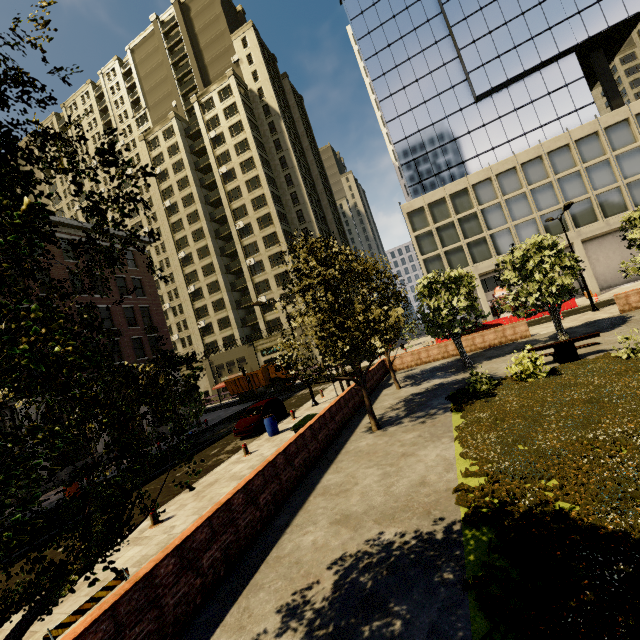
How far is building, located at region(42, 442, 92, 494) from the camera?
21.1m

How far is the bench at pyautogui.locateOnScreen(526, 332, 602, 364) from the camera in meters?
13.1 m

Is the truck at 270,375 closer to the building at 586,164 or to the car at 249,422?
the car at 249,422

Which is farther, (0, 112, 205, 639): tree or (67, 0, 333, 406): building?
(67, 0, 333, 406): building

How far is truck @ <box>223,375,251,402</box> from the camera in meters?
37.1 m

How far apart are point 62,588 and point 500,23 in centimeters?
5312cm

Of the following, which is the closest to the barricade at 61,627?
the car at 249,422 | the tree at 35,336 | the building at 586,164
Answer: the tree at 35,336

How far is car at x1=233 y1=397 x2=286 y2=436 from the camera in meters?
17.9 m
